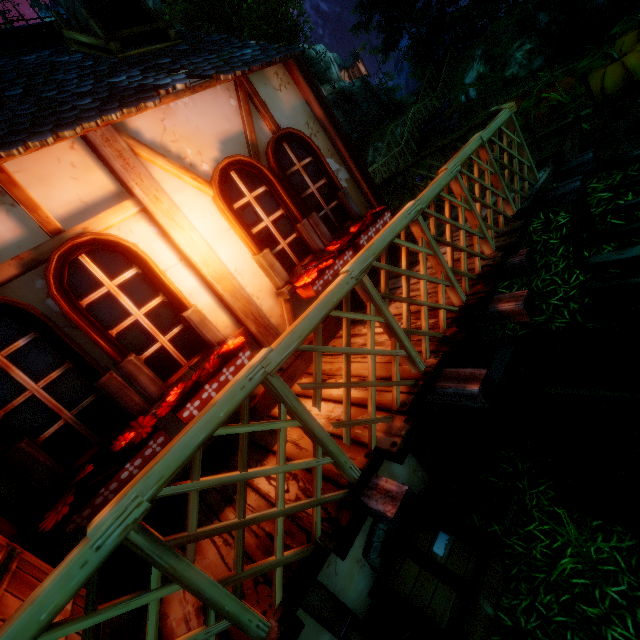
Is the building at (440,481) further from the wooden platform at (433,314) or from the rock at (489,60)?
the rock at (489,60)

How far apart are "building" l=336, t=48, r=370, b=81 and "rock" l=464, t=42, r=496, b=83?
44.92m

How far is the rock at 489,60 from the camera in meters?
17.1

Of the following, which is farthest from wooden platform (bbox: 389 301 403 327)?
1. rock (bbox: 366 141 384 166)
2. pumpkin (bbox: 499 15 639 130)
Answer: rock (bbox: 366 141 384 166)

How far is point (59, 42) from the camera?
4.79m

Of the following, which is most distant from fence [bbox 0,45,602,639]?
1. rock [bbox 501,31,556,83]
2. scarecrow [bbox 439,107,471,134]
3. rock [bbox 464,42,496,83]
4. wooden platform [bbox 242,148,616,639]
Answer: rock [bbox 501,31,556,83]

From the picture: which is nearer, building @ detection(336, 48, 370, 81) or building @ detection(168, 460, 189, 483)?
building @ detection(168, 460, 189, 483)

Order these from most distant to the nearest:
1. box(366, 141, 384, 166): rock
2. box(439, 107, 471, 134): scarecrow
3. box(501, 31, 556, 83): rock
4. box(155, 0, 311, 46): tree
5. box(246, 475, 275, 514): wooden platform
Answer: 1. box(366, 141, 384, 166): rock
2. box(155, 0, 311, 46): tree
3. box(501, 31, 556, 83): rock
4. box(439, 107, 471, 134): scarecrow
5. box(246, 475, 275, 514): wooden platform
